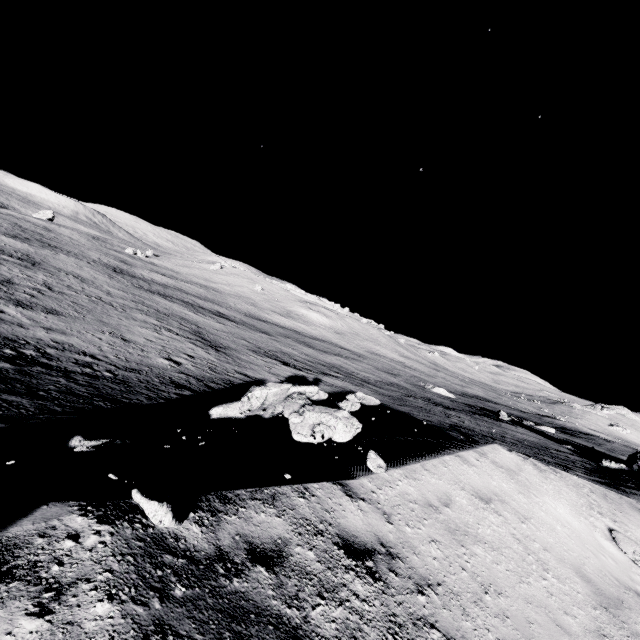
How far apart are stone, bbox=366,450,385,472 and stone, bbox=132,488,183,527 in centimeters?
370cm

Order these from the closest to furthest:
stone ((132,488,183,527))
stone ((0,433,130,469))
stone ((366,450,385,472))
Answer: stone ((132,488,183,527)) < stone ((0,433,130,469)) < stone ((366,450,385,472))

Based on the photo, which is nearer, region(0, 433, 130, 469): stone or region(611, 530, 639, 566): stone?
region(0, 433, 130, 469): stone

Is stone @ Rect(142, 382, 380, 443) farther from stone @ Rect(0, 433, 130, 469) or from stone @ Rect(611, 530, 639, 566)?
stone @ Rect(611, 530, 639, 566)

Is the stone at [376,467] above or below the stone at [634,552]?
above

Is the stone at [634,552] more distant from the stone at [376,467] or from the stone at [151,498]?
the stone at [151,498]

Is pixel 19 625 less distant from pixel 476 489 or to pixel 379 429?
pixel 476 489

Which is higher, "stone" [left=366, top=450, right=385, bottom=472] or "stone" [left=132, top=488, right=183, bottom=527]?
"stone" [left=132, top=488, right=183, bottom=527]
